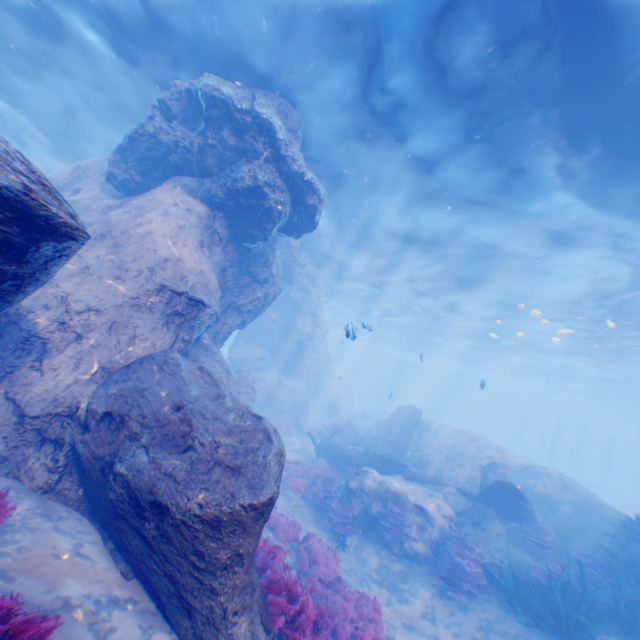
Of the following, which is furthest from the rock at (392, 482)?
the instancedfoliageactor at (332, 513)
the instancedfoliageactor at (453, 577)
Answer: the instancedfoliageactor at (453, 577)

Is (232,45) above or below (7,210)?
above

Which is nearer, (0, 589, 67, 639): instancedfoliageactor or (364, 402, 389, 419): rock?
(0, 589, 67, 639): instancedfoliageactor

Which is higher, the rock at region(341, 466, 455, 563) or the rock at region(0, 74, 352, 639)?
the rock at region(0, 74, 352, 639)

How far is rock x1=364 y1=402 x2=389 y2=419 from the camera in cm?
5688

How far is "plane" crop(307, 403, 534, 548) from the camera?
12.0m

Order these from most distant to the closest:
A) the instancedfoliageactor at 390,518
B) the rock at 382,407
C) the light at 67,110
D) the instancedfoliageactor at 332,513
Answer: the rock at 382,407
the instancedfoliageactor at 390,518
the light at 67,110
the instancedfoliageactor at 332,513
